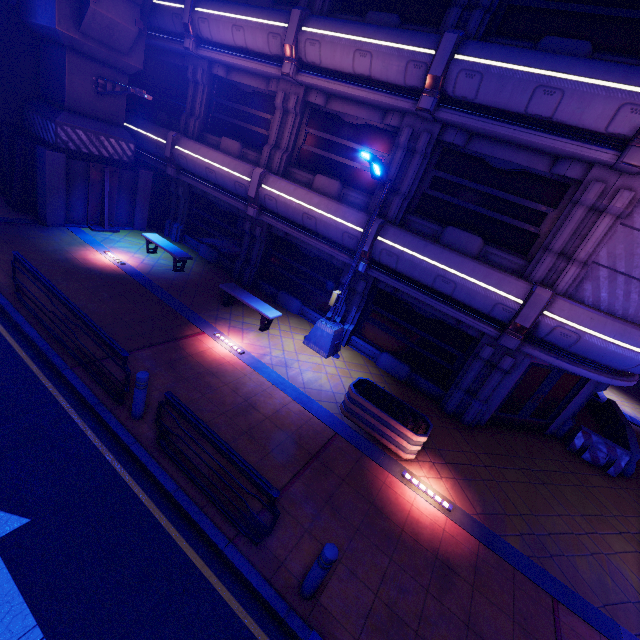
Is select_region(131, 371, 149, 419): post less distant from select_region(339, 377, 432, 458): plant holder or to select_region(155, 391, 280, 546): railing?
select_region(155, 391, 280, 546): railing

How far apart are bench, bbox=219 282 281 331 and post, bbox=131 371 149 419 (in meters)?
4.87

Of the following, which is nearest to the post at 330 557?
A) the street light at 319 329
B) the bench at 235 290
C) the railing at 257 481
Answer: the railing at 257 481

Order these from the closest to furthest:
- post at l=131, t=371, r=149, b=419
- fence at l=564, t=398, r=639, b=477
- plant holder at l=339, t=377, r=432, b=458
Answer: post at l=131, t=371, r=149, b=419
plant holder at l=339, t=377, r=432, b=458
fence at l=564, t=398, r=639, b=477

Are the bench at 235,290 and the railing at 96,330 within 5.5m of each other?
yes

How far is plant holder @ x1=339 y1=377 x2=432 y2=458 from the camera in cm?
765

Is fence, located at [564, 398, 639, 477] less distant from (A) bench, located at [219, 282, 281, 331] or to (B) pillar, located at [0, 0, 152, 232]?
(A) bench, located at [219, 282, 281, 331]

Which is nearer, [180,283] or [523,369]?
[523,369]
